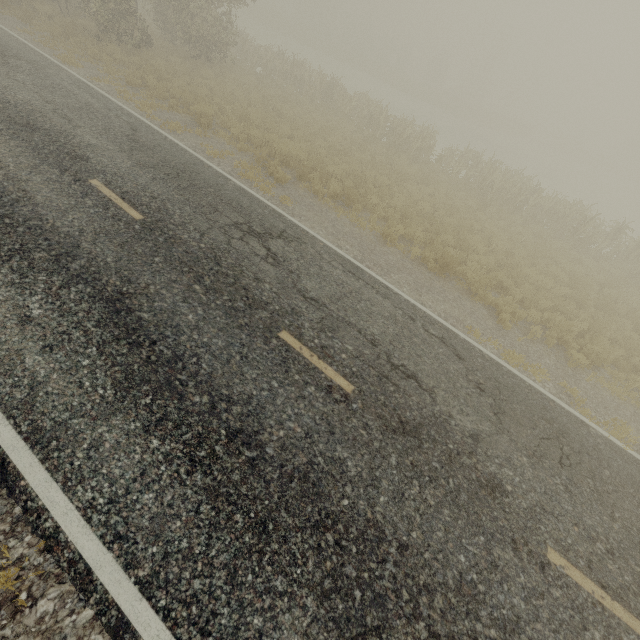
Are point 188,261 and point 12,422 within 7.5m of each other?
yes
